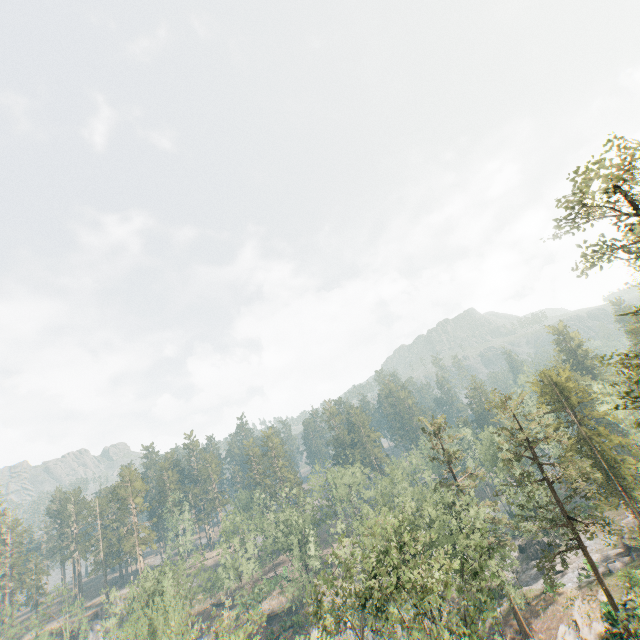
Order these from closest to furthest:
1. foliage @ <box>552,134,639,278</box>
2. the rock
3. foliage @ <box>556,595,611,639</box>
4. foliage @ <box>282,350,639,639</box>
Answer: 1. foliage @ <box>552,134,639,278</box>
2. foliage @ <box>282,350,639,639</box>
3. foliage @ <box>556,595,611,639</box>
4. the rock

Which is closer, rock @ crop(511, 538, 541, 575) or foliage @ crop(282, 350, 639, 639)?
foliage @ crop(282, 350, 639, 639)

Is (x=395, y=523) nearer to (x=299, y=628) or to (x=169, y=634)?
(x=169, y=634)

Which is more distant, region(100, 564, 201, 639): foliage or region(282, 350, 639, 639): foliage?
region(100, 564, 201, 639): foliage

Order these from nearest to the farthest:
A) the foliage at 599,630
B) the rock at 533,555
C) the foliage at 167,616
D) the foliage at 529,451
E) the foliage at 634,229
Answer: the foliage at 634,229 < the foliage at 529,451 < the foliage at 599,630 < the foliage at 167,616 < the rock at 533,555

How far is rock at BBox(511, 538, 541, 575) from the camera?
53.81m

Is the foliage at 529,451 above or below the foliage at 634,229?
below

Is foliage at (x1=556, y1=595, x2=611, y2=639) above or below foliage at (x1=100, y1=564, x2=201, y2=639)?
below
